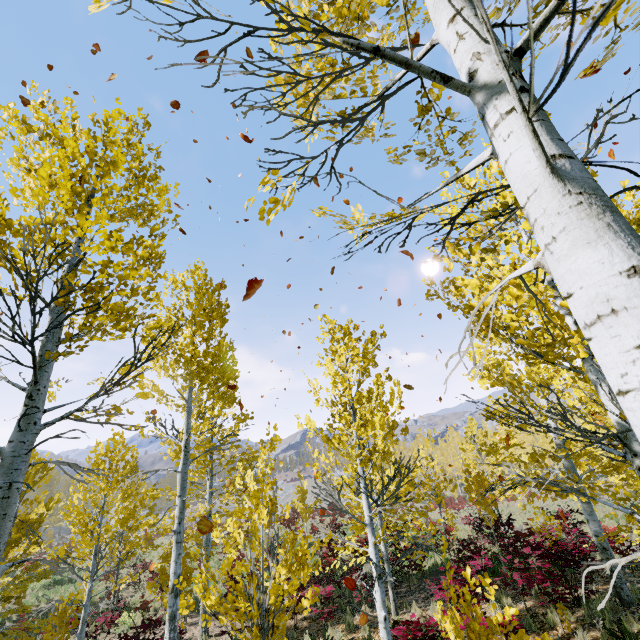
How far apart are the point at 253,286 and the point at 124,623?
19.8m
